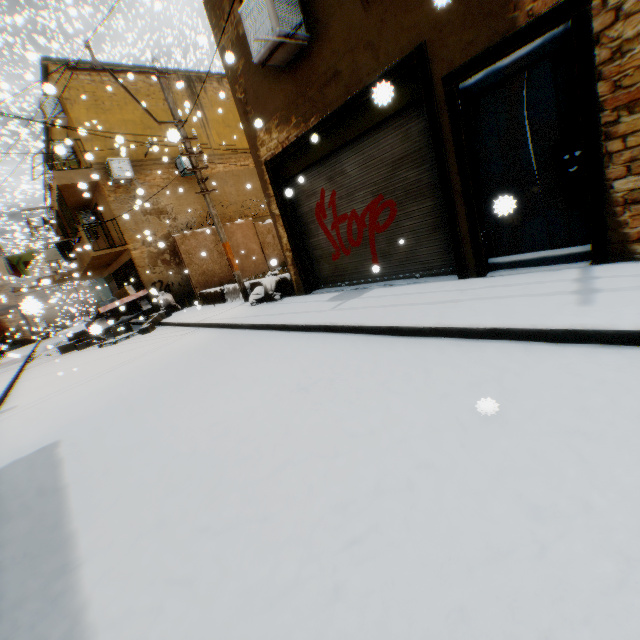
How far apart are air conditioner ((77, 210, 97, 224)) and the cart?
4.9 meters

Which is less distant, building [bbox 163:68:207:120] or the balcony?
the balcony

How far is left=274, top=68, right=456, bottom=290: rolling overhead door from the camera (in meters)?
5.29

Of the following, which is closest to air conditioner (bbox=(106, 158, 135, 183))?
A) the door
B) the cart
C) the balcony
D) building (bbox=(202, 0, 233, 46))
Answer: building (bbox=(202, 0, 233, 46))

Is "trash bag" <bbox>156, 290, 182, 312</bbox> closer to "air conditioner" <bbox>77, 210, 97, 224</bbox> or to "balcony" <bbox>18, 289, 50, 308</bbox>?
"balcony" <bbox>18, 289, 50, 308</bbox>

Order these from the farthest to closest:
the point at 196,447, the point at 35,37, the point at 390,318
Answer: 1. the point at 35,37
2. the point at 390,318
3. the point at 196,447

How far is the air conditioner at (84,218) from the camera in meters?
16.7

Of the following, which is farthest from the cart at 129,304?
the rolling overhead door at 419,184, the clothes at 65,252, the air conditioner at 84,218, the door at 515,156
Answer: the door at 515,156
